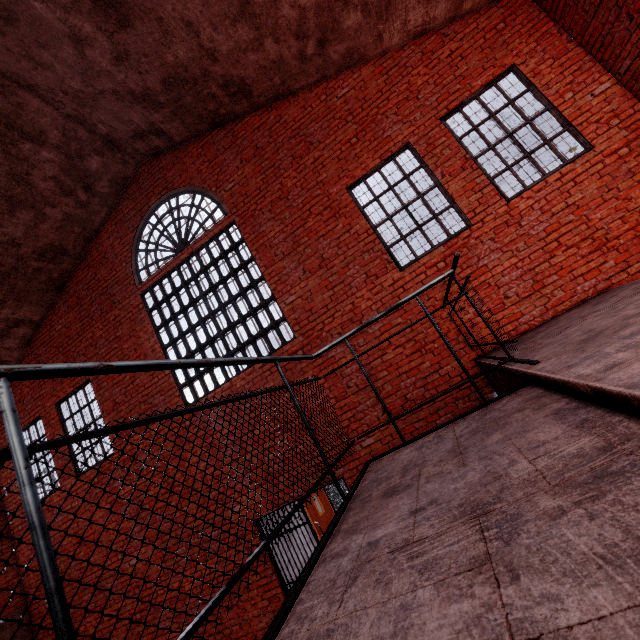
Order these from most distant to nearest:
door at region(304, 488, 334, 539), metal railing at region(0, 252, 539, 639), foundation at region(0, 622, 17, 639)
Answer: door at region(304, 488, 334, 539), foundation at region(0, 622, 17, 639), metal railing at region(0, 252, 539, 639)

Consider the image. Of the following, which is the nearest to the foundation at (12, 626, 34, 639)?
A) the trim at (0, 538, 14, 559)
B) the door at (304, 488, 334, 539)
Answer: the trim at (0, 538, 14, 559)

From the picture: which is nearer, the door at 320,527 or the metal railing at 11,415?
the metal railing at 11,415

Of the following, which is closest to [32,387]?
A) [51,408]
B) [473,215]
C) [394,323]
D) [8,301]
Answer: [51,408]

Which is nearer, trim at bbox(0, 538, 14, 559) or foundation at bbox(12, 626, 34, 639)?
foundation at bbox(12, 626, 34, 639)

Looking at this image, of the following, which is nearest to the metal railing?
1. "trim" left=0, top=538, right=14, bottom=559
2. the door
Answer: "trim" left=0, top=538, right=14, bottom=559

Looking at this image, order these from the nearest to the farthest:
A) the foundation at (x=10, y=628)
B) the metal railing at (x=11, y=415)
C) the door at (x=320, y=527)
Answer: the metal railing at (x=11, y=415) → the foundation at (x=10, y=628) → the door at (x=320, y=527)

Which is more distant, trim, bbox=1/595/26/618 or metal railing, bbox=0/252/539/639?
trim, bbox=1/595/26/618
